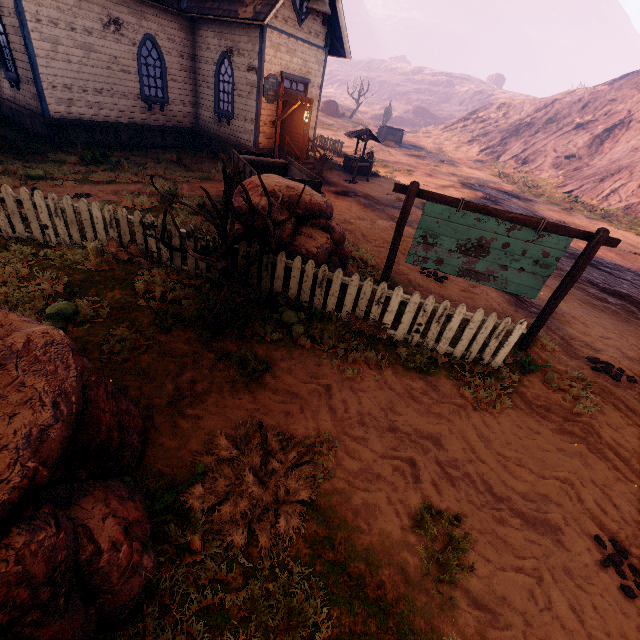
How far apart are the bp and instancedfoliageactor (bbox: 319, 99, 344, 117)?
44.6m

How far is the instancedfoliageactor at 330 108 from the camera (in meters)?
50.91

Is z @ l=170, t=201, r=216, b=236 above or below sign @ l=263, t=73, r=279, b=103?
below

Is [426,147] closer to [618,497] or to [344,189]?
[344,189]

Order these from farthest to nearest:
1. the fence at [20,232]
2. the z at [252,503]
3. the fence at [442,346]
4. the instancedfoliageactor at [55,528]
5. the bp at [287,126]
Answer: the bp at [287,126] → the fence at [20,232] → the fence at [442,346] → the z at [252,503] → the instancedfoliageactor at [55,528]

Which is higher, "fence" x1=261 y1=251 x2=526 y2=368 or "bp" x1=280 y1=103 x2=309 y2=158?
"bp" x1=280 y1=103 x2=309 y2=158

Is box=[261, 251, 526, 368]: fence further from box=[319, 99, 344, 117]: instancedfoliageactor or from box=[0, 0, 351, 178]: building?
box=[319, 99, 344, 117]: instancedfoliageactor

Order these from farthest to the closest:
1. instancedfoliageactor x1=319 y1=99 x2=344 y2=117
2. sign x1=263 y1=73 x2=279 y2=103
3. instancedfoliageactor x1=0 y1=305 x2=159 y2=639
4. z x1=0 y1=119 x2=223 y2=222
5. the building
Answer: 1. instancedfoliageactor x1=319 y1=99 x2=344 y2=117
2. sign x1=263 y1=73 x2=279 y2=103
3. the building
4. z x1=0 y1=119 x2=223 y2=222
5. instancedfoliageactor x1=0 y1=305 x2=159 y2=639
